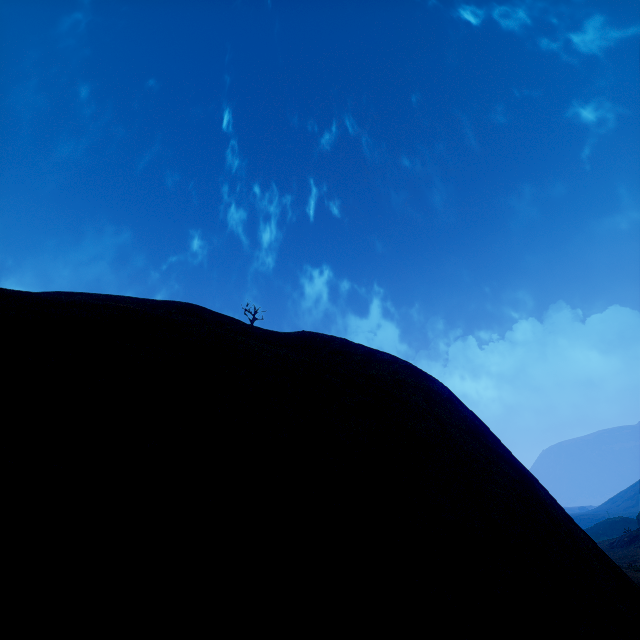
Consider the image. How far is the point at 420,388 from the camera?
4.3m
